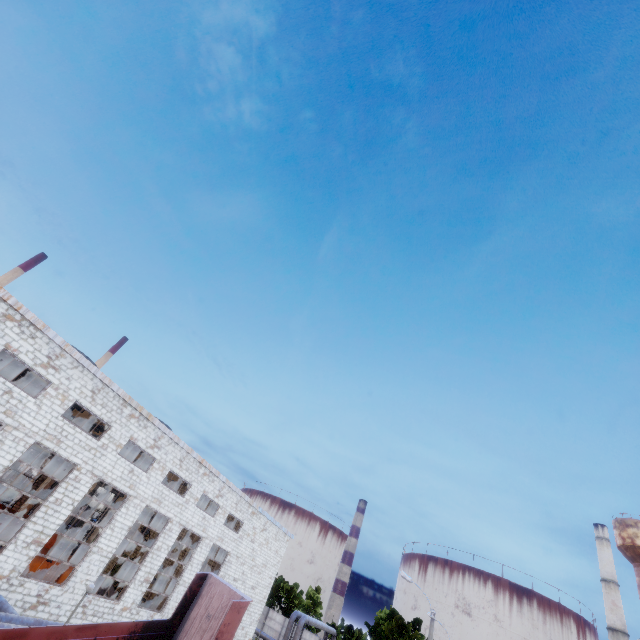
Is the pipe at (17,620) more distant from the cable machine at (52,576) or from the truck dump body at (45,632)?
the truck dump body at (45,632)

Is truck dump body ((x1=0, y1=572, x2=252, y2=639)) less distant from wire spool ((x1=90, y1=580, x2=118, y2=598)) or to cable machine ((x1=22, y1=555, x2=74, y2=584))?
cable machine ((x1=22, y1=555, x2=74, y2=584))

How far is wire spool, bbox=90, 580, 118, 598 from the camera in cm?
2277

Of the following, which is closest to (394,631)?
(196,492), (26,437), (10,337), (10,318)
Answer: (196,492)

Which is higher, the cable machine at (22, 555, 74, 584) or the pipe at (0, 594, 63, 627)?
the cable machine at (22, 555, 74, 584)

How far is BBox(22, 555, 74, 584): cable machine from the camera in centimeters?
1917cm

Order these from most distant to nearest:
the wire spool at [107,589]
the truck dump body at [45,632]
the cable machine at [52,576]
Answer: the wire spool at [107,589]
the cable machine at [52,576]
the truck dump body at [45,632]

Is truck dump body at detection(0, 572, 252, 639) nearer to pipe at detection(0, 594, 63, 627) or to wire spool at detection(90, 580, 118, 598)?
pipe at detection(0, 594, 63, 627)
